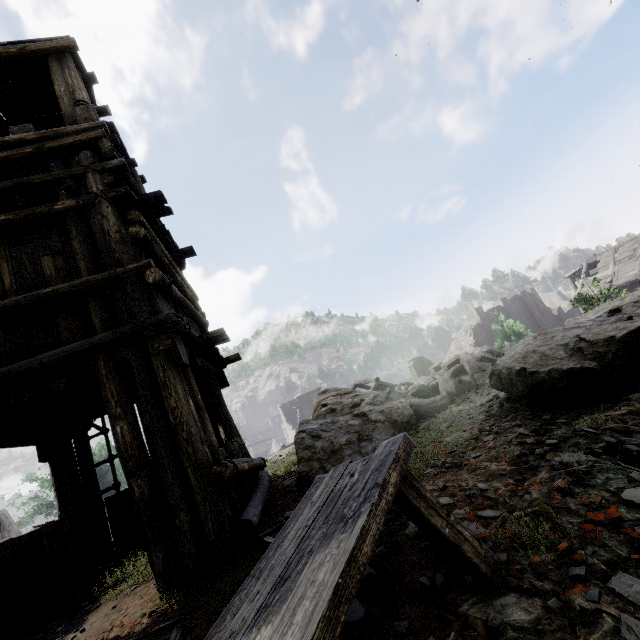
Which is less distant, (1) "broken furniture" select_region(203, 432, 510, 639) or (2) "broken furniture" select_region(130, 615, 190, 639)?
(1) "broken furniture" select_region(203, 432, 510, 639)

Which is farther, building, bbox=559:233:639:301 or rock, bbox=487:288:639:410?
building, bbox=559:233:639:301

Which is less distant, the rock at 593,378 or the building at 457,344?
the rock at 593,378

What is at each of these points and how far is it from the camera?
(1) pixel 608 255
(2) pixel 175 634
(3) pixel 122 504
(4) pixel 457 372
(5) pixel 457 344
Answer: (1) building, 29.36m
(2) broken furniture, 2.12m
(3) building, 6.02m
(4) rubble, 8.18m
(5) building, 43.66m

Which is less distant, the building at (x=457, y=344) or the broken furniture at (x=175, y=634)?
the broken furniture at (x=175, y=634)

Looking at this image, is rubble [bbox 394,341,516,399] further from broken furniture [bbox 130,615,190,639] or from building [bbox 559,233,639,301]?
broken furniture [bbox 130,615,190,639]

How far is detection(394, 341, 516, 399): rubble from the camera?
7.47m

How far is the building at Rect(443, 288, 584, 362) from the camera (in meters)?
40.20
